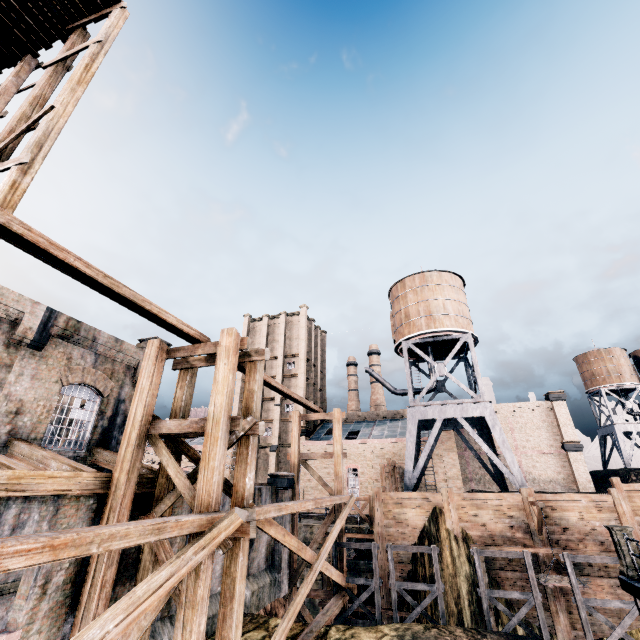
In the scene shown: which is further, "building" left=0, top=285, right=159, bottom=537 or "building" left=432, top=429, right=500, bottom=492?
"building" left=432, top=429, right=500, bottom=492

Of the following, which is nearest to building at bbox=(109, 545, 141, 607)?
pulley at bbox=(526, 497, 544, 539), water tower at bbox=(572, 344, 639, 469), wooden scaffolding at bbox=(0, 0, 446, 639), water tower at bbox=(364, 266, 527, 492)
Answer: wooden scaffolding at bbox=(0, 0, 446, 639)

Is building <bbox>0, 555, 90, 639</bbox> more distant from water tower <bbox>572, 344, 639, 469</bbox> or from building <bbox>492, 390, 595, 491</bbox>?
water tower <bbox>572, 344, 639, 469</bbox>

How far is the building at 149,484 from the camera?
11.1 meters

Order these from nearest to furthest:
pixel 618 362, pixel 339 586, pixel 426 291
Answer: pixel 339 586, pixel 426 291, pixel 618 362

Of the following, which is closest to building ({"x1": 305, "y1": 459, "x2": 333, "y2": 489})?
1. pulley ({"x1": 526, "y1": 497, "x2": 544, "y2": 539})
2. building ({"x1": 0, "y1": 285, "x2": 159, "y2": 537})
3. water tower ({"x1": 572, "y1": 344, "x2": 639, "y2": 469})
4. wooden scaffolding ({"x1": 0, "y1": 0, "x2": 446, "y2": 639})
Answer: water tower ({"x1": 572, "y1": 344, "x2": 639, "y2": 469})

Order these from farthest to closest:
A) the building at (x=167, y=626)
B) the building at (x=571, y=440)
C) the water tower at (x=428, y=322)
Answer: the building at (x=571, y=440) → the water tower at (x=428, y=322) → the building at (x=167, y=626)
